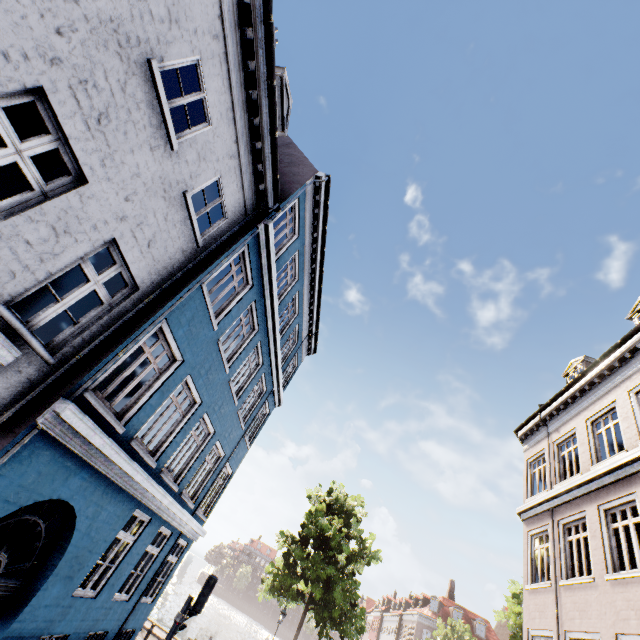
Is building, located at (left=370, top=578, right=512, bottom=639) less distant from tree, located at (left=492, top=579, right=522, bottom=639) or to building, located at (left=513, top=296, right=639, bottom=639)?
tree, located at (left=492, top=579, right=522, bottom=639)

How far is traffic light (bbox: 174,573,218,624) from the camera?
7.5 meters

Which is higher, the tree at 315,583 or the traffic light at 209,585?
the tree at 315,583

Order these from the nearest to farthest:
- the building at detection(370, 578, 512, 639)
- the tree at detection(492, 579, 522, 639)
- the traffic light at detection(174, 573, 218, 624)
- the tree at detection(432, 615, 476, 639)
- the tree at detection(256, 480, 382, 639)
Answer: the traffic light at detection(174, 573, 218, 624)
the tree at detection(256, 480, 382, 639)
the tree at detection(492, 579, 522, 639)
the tree at detection(432, 615, 476, 639)
the building at detection(370, 578, 512, 639)

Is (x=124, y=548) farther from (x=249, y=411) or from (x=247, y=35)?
(x=247, y=35)

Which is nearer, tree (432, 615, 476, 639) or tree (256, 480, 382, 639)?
tree (256, 480, 382, 639)

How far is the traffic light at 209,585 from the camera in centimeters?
750cm

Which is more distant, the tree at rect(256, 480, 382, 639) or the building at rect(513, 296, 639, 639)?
the tree at rect(256, 480, 382, 639)
